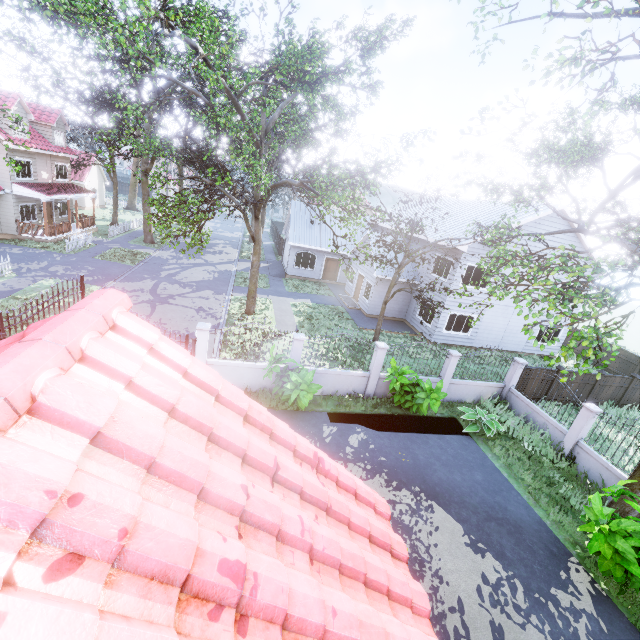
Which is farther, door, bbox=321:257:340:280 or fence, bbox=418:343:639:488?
door, bbox=321:257:340:280

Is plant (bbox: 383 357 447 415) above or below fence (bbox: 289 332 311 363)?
below

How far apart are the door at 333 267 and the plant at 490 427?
18.7 meters

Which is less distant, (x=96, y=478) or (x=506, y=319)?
(x=96, y=478)

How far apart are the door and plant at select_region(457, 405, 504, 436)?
18.68m

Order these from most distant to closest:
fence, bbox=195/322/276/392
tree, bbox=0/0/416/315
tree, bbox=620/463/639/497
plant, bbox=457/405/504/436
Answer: plant, bbox=457/405/504/436, fence, bbox=195/322/276/392, tree, bbox=0/0/416/315, tree, bbox=620/463/639/497

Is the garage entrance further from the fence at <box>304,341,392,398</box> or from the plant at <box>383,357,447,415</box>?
the plant at <box>383,357,447,415</box>

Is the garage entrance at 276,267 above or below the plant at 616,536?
below
